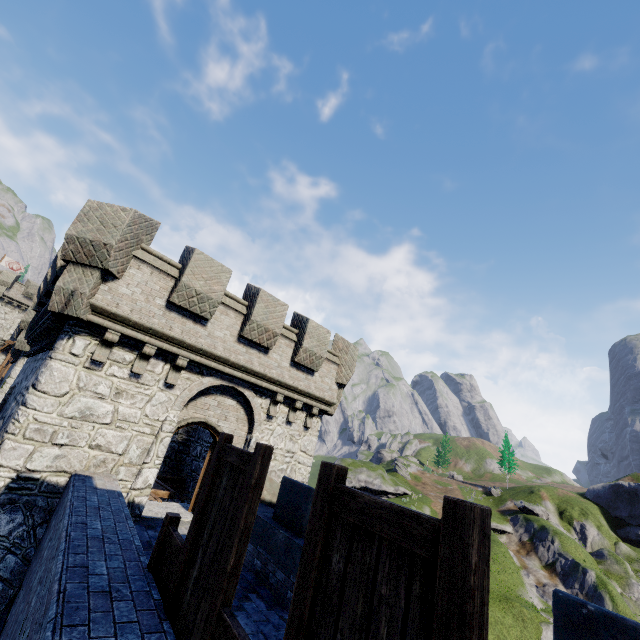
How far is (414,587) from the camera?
1.4m

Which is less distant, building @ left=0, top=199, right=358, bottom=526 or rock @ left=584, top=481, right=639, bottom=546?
building @ left=0, top=199, right=358, bottom=526

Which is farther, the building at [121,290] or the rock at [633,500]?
the rock at [633,500]
